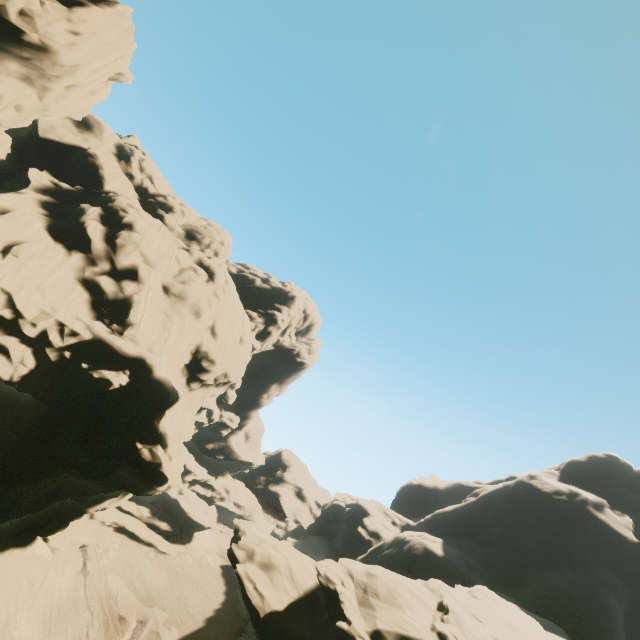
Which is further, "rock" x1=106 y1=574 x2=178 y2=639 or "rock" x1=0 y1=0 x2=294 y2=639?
"rock" x1=106 y1=574 x2=178 y2=639

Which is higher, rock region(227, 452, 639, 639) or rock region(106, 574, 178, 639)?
rock region(227, 452, 639, 639)

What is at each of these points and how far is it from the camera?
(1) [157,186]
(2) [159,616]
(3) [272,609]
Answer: (1) rock, 45.25m
(2) rock, 34.56m
(3) rock, 19.53m

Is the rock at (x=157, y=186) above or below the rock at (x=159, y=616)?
above

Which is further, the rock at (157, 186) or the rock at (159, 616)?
the rock at (159, 616)
